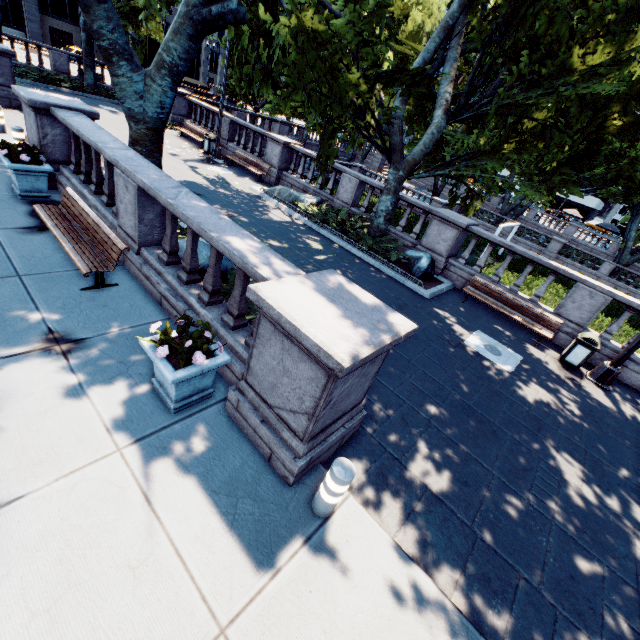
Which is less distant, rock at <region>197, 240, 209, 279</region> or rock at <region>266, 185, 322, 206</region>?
rock at <region>197, 240, 209, 279</region>

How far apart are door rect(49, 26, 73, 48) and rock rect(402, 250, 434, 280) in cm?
5963

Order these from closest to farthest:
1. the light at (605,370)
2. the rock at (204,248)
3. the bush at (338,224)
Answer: the rock at (204,248)
the light at (605,370)
the bush at (338,224)

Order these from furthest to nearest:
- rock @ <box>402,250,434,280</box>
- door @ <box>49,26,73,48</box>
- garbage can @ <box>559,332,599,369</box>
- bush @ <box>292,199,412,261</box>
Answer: door @ <box>49,26,73,48</box> < bush @ <box>292,199,412,261</box> < rock @ <box>402,250,434,280</box> < garbage can @ <box>559,332,599,369</box>

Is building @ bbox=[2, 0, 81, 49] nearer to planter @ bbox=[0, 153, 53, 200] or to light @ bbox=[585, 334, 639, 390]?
planter @ bbox=[0, 153, 53, 200]

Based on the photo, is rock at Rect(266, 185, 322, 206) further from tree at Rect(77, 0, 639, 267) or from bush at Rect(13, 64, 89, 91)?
bush at Rect(13, 64, 89, 91)

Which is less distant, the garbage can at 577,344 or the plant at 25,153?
the plant at 25,153

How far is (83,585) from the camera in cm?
272
